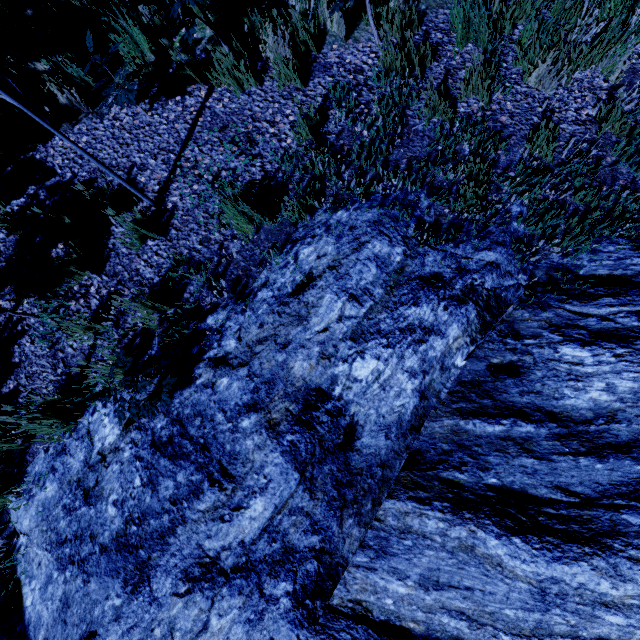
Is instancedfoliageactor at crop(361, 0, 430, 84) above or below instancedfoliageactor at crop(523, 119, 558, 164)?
above

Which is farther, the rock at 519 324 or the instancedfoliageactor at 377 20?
the instancedfoliageactor at 377 20

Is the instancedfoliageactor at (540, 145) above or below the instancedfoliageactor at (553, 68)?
below

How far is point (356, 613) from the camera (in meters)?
2.02

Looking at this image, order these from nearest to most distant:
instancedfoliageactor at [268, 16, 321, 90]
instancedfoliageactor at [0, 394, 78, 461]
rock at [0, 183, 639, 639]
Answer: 1. rock at [0, 183, 639, 639]
2. instancedfoliageactor at [0, 394, 78, 461]
3. instancedfoliageactor at [268, 16, 321, 90]

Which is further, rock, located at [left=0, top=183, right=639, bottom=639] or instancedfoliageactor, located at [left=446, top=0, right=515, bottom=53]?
instancedfoliageactor, located at [left=446, top=0, right=515, bottom=53]

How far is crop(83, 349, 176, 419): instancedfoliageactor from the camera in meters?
2.4
